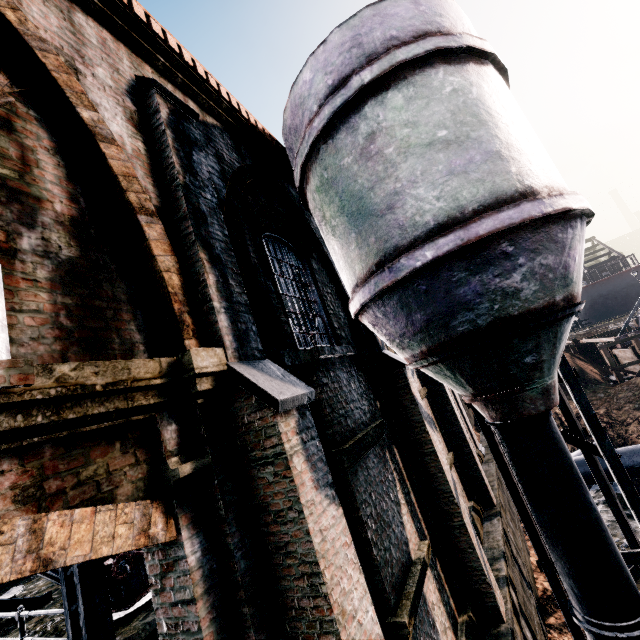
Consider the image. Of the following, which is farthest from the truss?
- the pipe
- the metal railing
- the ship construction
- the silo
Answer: the ship construction

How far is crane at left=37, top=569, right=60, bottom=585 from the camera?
6.0m

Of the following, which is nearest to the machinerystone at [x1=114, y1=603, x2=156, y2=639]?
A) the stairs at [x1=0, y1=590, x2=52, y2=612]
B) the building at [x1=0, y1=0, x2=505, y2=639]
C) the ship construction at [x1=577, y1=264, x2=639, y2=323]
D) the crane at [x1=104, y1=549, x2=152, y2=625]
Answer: the crane at [x1=104, y1=549, x2=152, y2=625]

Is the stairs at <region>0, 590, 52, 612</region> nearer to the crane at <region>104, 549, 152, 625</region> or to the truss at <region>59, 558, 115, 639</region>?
the truss at <region>59, 558, 115, 639</region>

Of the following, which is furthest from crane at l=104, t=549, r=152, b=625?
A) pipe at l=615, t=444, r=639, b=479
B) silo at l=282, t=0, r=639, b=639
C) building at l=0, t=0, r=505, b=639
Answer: pipe at l=615, t=444, r=639, b=479

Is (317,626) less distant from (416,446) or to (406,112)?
(416,446)

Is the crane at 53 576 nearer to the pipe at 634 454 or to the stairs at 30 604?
the stairs at 30 604

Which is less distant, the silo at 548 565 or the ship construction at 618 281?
the silo at 548 565
